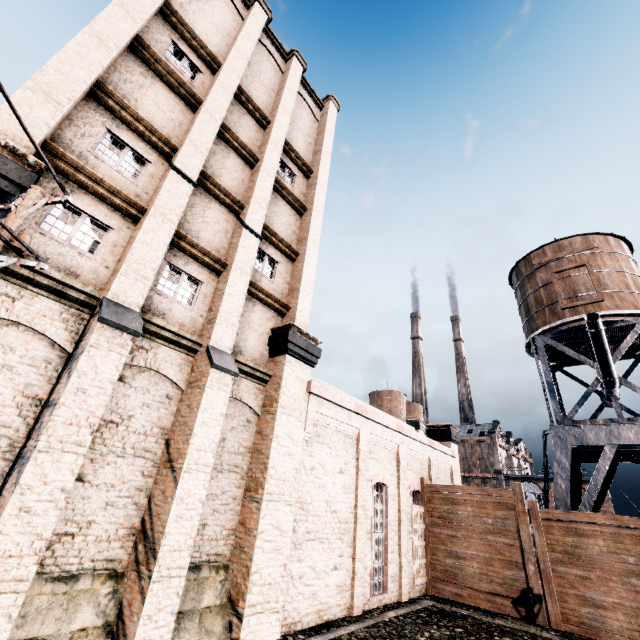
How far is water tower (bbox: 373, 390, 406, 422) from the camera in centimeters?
5766cm

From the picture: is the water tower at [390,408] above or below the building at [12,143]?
above

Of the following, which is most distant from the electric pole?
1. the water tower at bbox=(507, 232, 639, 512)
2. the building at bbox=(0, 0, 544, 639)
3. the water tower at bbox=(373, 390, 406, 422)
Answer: the water tower at bbox=(373, 390, 406, 422)

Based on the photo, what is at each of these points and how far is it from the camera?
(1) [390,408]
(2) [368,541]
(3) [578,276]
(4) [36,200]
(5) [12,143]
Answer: (1) water tower, 57.9m
(2) building, 14.6m
(3) water tower, 22.0m
(4) electric pole, 6.8m
(5) building, 7.3m

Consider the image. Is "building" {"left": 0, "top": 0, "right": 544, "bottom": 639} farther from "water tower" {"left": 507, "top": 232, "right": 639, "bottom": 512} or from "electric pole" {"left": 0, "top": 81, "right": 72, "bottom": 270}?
"water tower" {"left": 507, "top": 232, "right": 639, "bottom": 512}

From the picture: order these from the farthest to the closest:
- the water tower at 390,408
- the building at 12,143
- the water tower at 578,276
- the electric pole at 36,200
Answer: the water tower at 390,408
the water tower at 578,276
the building at 12,143
the electric pole at 36,200

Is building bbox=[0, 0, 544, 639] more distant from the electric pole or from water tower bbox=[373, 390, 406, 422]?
water tower bbox=[373, 390, 406, 422]

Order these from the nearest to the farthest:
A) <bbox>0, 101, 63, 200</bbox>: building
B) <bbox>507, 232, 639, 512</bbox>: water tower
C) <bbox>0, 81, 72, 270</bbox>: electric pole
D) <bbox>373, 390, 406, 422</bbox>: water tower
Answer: <bbox>0, 81, 72, 270</bbox>: electric pole, <bbox>0, 101, 63, 200</bbox>: building, <bbox>507, 232, 639, 512</bbox>: water tower, <bbox>373, 390, 406, 422</bbox>: water tower
